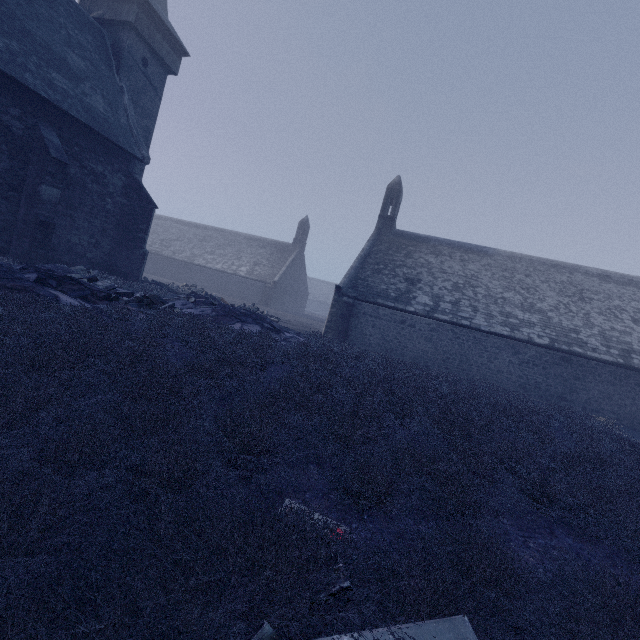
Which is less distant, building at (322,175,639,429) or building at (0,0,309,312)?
building at (0,0,309,312)

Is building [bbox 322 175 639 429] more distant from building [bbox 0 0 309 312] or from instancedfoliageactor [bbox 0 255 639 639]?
building [bbox 0 0 309 312]

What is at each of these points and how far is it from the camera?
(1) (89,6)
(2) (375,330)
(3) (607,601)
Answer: (1) building, 17.6 meters
(2) building, 18.9 meters
(3) instancedfoliageactor, 2.2 meters

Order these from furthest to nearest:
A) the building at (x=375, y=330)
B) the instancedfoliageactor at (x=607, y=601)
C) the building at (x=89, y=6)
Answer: the building at (x=375, y=330) < the building at (x=89, y=6) < the instancedfoliageactor at (x=607, y=601)

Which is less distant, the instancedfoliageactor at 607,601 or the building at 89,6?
the instancedfoliageactor at 607,601

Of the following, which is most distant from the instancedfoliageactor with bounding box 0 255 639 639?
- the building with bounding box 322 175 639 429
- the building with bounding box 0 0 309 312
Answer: the building with bounding box 322 175 639 429
